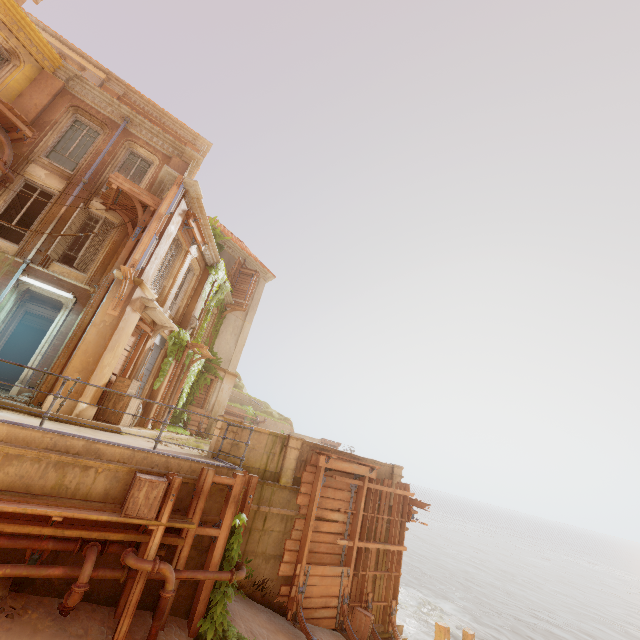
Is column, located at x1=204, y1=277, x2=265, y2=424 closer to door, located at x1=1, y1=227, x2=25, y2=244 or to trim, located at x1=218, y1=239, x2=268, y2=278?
trim, located at x1=218, y1=239, x2=268, y2=278

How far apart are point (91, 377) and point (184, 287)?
7.4m

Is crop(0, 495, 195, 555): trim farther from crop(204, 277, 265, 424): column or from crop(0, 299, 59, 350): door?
crop(204, 277, 265, 424): column

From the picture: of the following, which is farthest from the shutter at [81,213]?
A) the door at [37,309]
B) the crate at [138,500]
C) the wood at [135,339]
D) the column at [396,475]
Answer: the column at [396,475]

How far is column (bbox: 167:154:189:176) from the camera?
15.66m

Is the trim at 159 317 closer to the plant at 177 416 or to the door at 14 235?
the plant at 177 416

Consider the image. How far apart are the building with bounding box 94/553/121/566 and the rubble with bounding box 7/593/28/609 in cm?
1

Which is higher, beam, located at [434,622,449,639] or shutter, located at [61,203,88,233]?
shutter, located at [61,203,88,233]
